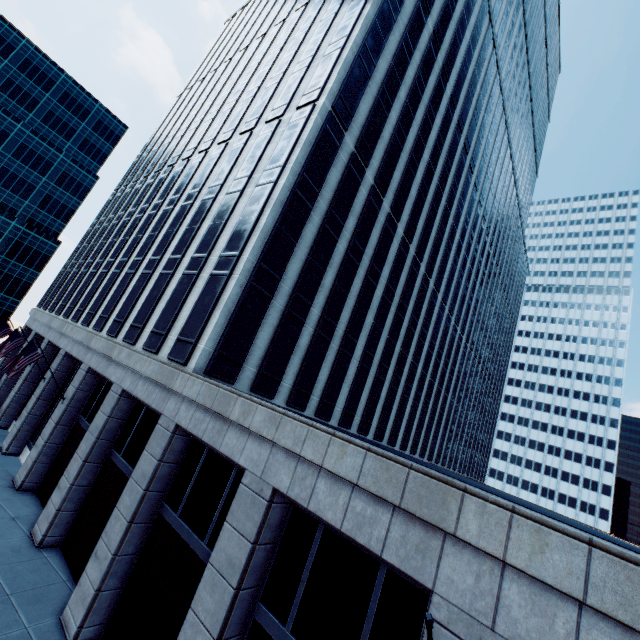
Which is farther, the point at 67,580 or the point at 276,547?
the point at 67,580
